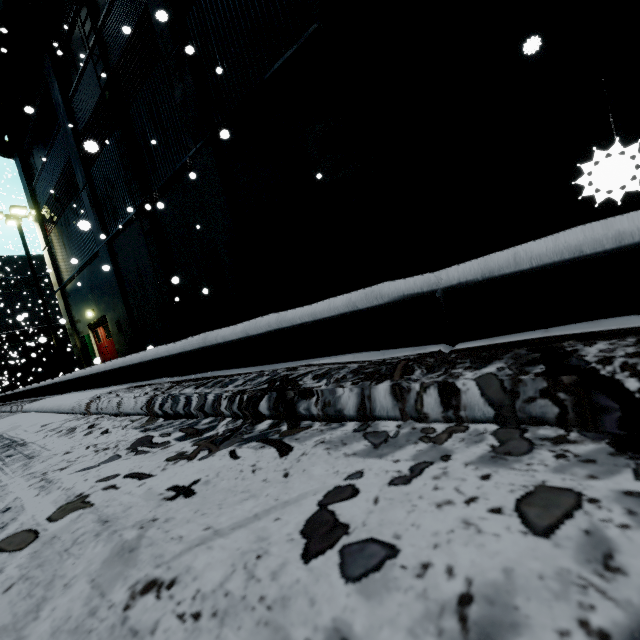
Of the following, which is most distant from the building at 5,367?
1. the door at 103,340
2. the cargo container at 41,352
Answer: the cargo container at 41,352

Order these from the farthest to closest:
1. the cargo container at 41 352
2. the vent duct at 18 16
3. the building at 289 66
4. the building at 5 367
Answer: Result: the building at 5 367 → the cargo container at 41 352 → the vent duct at 18 16 → the building at 289 66

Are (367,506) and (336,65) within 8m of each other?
yes

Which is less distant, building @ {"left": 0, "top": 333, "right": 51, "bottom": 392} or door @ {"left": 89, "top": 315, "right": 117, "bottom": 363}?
door @ {"left": 89, "top": 315, "right": 117, "bottom": 363}

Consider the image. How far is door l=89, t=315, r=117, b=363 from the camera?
15.8m

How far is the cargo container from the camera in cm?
2711

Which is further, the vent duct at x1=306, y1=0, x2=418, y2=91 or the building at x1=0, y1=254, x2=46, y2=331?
the building at x1=0, y1=254, x2=46, y2=331

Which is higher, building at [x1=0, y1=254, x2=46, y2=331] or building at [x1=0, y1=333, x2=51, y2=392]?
building at [x1=0, y1=254, x2=46, y2=331]
